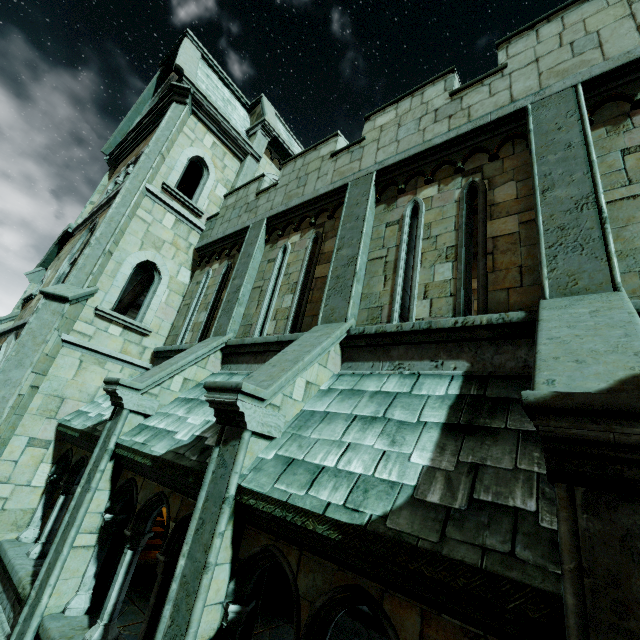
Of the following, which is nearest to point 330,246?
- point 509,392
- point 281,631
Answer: point 509,392
